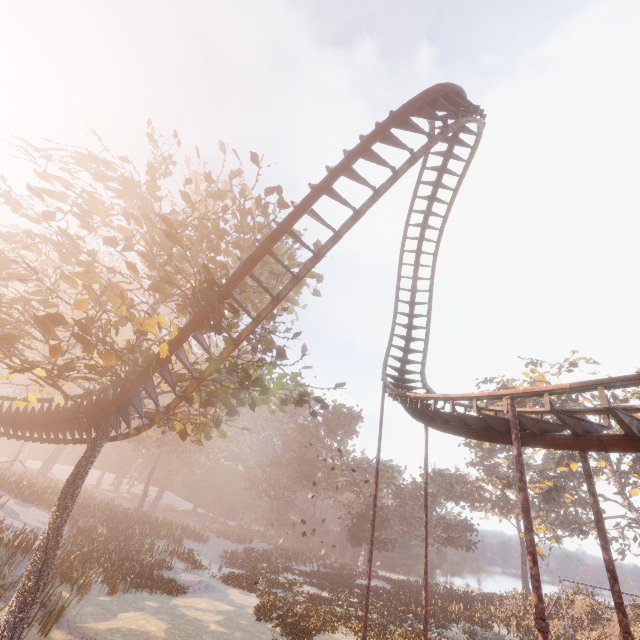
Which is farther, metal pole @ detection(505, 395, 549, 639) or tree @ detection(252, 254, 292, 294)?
tree @ detection(252, 254, 292, 294)

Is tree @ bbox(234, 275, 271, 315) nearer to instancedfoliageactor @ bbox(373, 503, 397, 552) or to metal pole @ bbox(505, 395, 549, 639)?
metal pole @ bbox(505, 395, 549, 639)

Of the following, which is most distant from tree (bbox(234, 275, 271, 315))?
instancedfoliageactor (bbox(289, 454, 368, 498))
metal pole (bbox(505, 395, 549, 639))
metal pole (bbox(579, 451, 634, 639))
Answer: instancedfoliageactor (bbox(289, 454, 368, 498))

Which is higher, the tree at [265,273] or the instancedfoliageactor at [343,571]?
the tree at [265,273]

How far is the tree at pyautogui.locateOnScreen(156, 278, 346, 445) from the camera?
11.6 meters

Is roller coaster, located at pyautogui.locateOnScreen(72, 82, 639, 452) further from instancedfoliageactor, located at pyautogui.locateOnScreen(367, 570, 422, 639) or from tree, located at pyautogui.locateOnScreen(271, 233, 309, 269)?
instancedfoliageactor, located at pyautogui.locateOnScreen(367, 570, 422, 639)

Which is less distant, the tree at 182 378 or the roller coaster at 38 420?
the tree at 182 378

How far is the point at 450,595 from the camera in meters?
40.1 m
